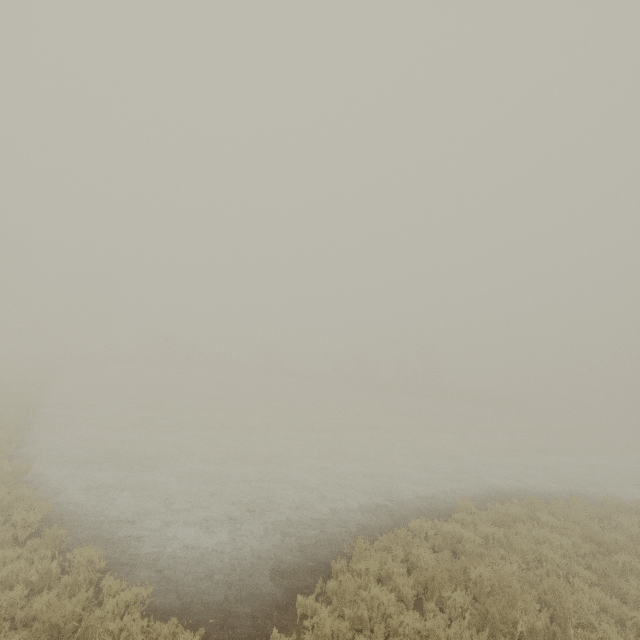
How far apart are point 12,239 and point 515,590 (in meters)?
62.45
